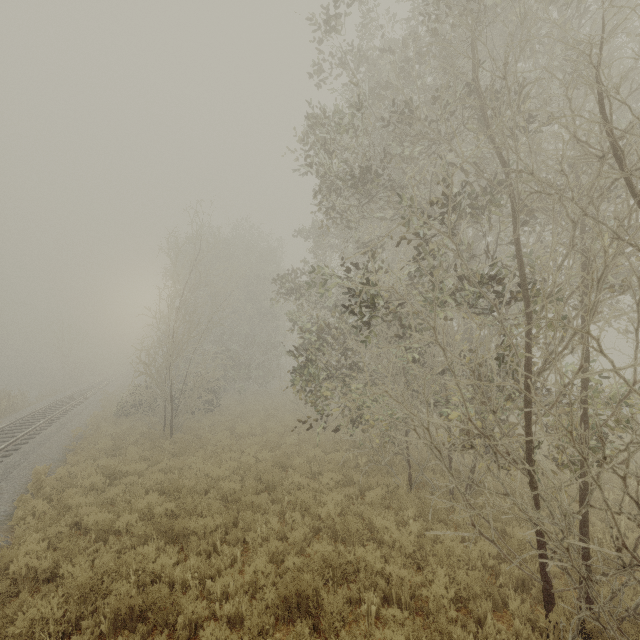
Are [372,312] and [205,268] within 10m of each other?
no
